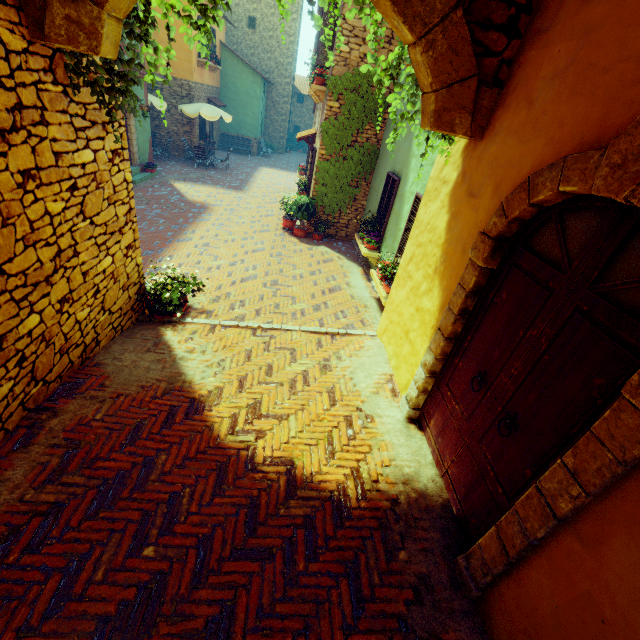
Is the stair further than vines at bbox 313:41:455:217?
Yes

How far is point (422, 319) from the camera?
3.92m

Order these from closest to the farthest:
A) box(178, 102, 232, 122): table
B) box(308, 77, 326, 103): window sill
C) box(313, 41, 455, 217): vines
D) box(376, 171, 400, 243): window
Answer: box(313, 41, 455, 217): vines, box(376, 171, 400, 243): window, box(308, 77, 326, 103): window sill, box(178, 102, 232, 122): table

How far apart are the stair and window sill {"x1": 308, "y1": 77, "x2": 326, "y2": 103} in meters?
7.2

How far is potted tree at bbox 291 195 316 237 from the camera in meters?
10.3

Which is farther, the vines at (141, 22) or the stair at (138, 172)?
the stair at (138, 172)

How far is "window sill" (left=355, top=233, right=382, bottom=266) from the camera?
8.3 meters

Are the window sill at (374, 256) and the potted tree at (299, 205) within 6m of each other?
yes
